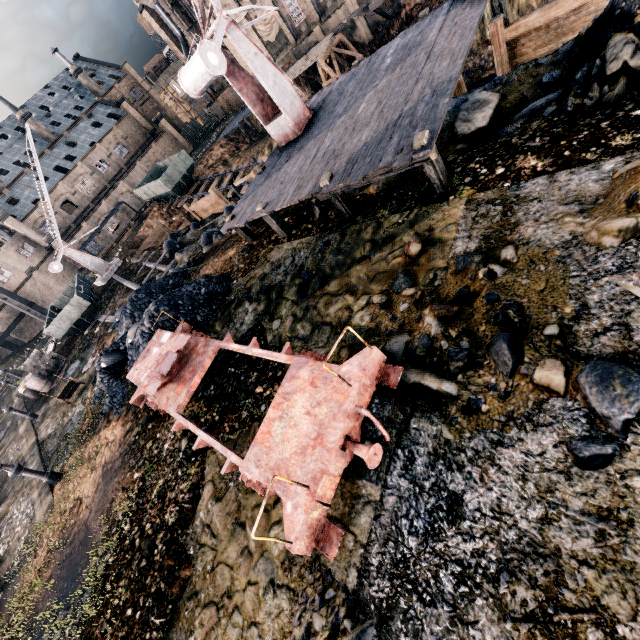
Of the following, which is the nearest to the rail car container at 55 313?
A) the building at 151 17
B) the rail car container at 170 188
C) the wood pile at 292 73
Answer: the rail car container at 170 188

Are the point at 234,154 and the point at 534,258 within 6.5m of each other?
no

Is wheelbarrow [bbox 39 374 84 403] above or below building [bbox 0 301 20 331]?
below

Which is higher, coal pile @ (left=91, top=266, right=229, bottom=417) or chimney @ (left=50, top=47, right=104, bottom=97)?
chimney @ (left=50, top=47, right=104, bottom=97)

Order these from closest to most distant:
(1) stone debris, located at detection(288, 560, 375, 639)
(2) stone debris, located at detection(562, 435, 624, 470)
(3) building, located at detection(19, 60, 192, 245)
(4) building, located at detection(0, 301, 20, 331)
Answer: (2) stone debris, located at detection(562, 435, 624, 470) < (1) stone debris, located at detection(288, 560, 375, 639) < (4) building, located at detection(0, 301, 20, 331) < (3) building, located at detection(19, 60, 192, 245)

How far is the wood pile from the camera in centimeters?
3303cm

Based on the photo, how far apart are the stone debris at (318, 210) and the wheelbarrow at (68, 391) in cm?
1510

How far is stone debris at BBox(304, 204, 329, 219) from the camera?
11.02m
